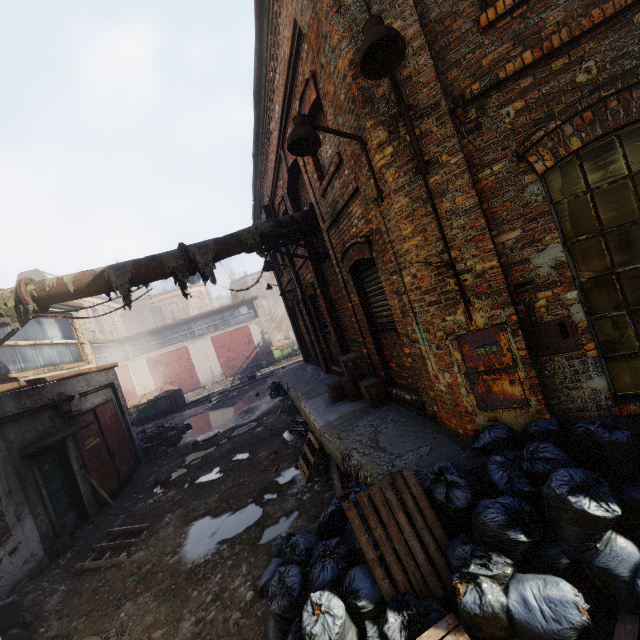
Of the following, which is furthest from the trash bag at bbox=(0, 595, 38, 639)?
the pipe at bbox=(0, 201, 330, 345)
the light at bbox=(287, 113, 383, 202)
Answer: the light at bbox=(287, 113, 383, 202)

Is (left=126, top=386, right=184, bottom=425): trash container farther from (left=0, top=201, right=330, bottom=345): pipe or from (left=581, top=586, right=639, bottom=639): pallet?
(left=581, top=586, right=639, bottom=639): pallet

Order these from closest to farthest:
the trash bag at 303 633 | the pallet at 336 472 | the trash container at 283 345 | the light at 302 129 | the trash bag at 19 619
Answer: the trash bag at 303 633
the light at 302 129
the trash bag at 19 619
the pallet at 336 472
the trash container at 283 345

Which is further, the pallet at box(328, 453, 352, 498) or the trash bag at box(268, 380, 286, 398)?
the trash bag at box(268, 380, 286, 398)

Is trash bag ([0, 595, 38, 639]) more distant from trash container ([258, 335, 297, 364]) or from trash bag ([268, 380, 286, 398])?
trash container ([258, 335, 297, 364])

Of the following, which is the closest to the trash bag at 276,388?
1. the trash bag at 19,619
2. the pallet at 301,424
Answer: Answer: the pallet at 301,424

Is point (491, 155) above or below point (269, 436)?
above

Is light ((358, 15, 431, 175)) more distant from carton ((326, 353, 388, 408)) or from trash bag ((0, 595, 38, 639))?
trash bag ((0, 595, 38, 639))
